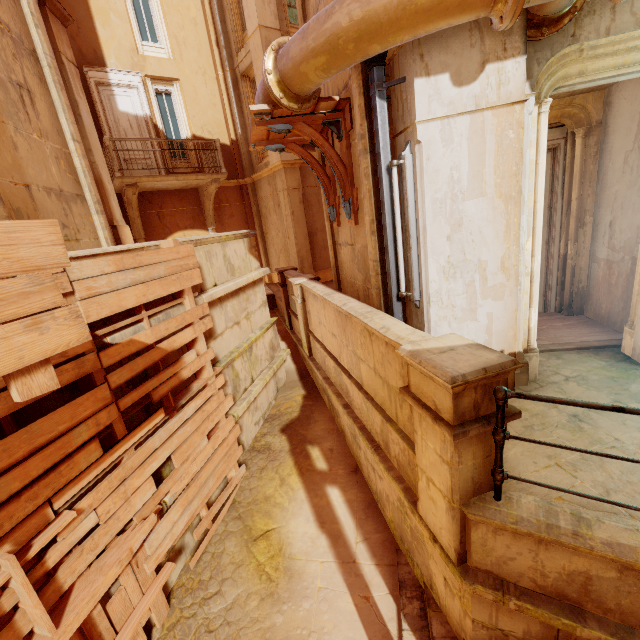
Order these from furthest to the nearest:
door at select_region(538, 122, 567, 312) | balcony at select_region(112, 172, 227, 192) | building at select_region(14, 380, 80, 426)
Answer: balcony at select_region(112, 172, 227, 192) → door at select_region(538, 122, 567, 312) → building at select_region(14, 380, 80, 426)

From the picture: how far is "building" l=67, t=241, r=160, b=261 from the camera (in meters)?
3.35

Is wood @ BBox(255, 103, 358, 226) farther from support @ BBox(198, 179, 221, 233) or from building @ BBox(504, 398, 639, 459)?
support @ BBox(198, 179, 221, 233)

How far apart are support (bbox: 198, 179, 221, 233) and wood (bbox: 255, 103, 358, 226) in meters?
8.1

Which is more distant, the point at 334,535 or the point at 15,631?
the point at 334,535

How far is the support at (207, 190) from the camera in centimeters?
1172cm

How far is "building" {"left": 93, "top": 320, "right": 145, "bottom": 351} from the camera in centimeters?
340cm

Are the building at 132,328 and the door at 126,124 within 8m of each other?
no
